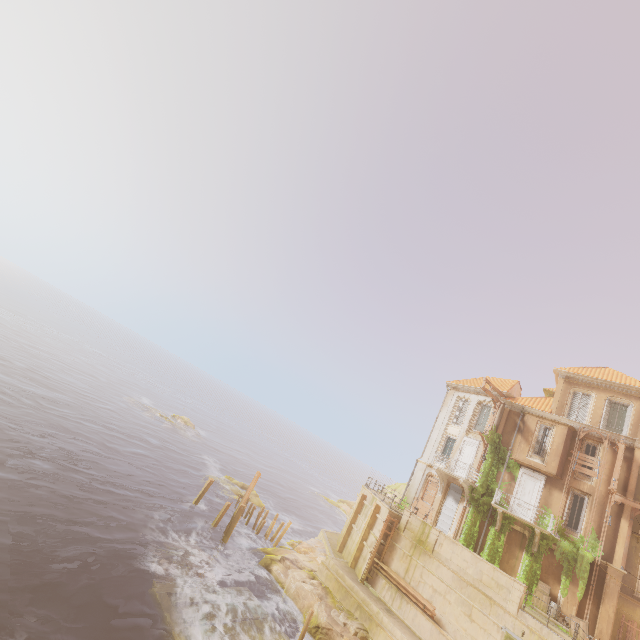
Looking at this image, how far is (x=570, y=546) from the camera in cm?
2105

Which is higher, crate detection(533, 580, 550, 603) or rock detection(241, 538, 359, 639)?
crate detection(533, 580, 550, 603)

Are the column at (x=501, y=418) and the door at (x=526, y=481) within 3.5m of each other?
yes

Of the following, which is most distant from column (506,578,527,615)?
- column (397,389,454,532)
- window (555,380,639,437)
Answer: window (555,380,639,437)

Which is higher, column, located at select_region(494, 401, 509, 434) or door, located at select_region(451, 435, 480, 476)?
column, located at select_region(494, 401, 509, 434)

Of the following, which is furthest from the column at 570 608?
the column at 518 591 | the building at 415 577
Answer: the column at 518 591

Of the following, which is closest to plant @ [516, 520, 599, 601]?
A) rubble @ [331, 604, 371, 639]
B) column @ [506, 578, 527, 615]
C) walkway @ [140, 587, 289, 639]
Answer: column @ [506, 578, 527, 615]

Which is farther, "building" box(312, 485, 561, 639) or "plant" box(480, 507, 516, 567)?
"plant" box(480, 507, 516, 567)
